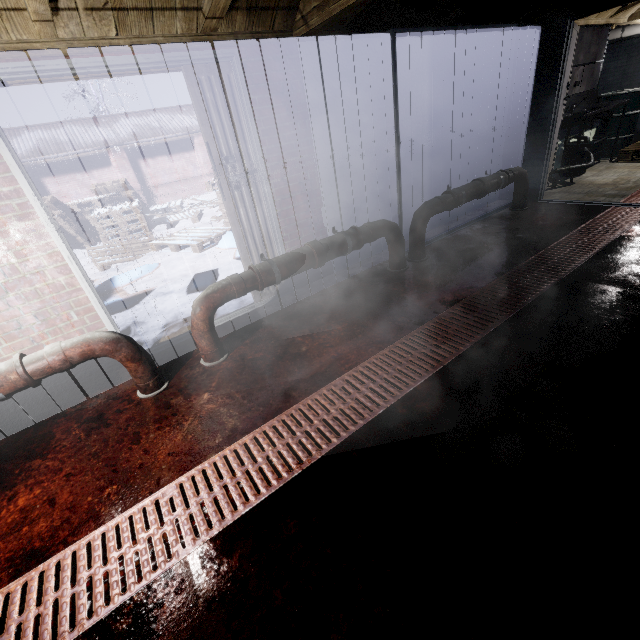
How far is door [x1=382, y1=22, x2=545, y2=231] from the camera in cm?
273

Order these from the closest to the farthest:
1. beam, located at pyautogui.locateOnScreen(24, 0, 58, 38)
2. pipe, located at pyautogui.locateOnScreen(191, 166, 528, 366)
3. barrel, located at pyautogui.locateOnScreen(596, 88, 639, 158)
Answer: beam, located at pyautogui.locateOnScreen(24, 0, 58, 38), pipe, located at pyautogui.locateOnScreen(191, 166, 528, 366), barrel, located at pyautogui.locateOnScreen(596, 88, 639, 158)

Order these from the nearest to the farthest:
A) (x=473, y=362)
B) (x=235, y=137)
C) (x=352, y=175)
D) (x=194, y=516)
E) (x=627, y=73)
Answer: (x=194, y=516) < (x=473, y=362) < (x=235, y=137) < (x=352, y=175) < (x=627, y=73)

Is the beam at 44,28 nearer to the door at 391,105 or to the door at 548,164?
the door at 391,105

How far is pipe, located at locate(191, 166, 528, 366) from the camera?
2.31m

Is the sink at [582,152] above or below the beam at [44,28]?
below

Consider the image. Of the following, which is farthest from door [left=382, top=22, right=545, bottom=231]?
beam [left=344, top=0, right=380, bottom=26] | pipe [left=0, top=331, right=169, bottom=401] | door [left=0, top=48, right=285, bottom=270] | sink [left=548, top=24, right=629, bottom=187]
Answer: pipe [left=0, top=331, right=169, bottom=401]

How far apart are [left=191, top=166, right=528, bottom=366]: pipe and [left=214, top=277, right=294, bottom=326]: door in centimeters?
37cm
